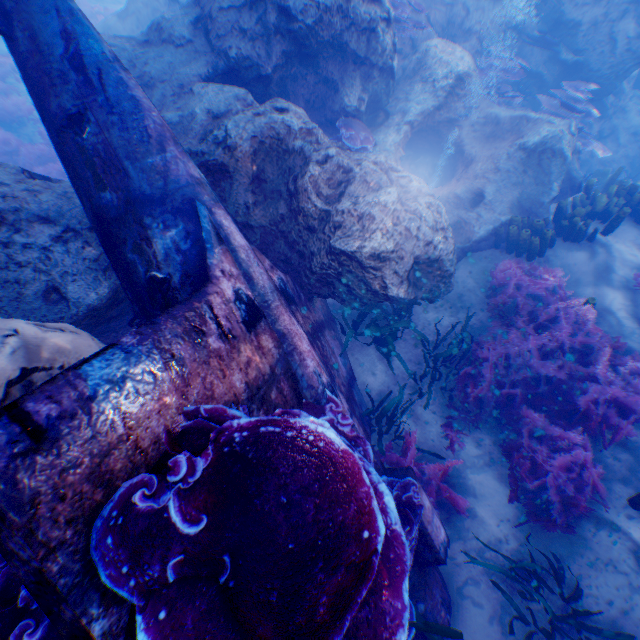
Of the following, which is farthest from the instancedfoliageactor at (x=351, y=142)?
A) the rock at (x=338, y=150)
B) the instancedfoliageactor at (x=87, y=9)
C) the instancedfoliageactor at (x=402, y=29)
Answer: the instancedfoliageactor at (x=87, y=9)

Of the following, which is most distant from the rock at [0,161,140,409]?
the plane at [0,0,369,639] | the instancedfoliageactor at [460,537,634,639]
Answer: the instancedfoliageactor at [460,537,634,639]

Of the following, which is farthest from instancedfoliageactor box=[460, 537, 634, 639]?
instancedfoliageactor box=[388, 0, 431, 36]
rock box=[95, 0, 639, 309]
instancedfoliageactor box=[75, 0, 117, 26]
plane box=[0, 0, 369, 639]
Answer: instancedfoliageactor box=[388, 0, 431, 36]

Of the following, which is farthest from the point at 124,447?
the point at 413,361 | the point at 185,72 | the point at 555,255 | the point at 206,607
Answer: the point at 555,255

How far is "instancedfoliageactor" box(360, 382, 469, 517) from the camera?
4.49m

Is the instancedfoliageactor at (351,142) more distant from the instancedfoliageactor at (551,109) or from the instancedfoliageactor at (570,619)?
the instancedfoliageactor at (570,619)

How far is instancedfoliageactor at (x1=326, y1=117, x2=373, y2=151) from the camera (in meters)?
5.78

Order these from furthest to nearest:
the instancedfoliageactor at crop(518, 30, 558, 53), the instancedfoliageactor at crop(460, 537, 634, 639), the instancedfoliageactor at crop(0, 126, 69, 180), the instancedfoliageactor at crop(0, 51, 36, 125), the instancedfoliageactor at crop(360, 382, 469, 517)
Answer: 1. the instancedfoliageactor at crop(0, 51, 36, 125)
2. the instancedfoliageactor at crop(0, 126, 69, 180)
3. the instancedfoliageactor at crop(518, 30, 558, 53)
4. the instancedfoliageactor at crop(360, 382, 469, 517)
5. the instancedfoliageactor at crop(460, 537, 634, 639)
